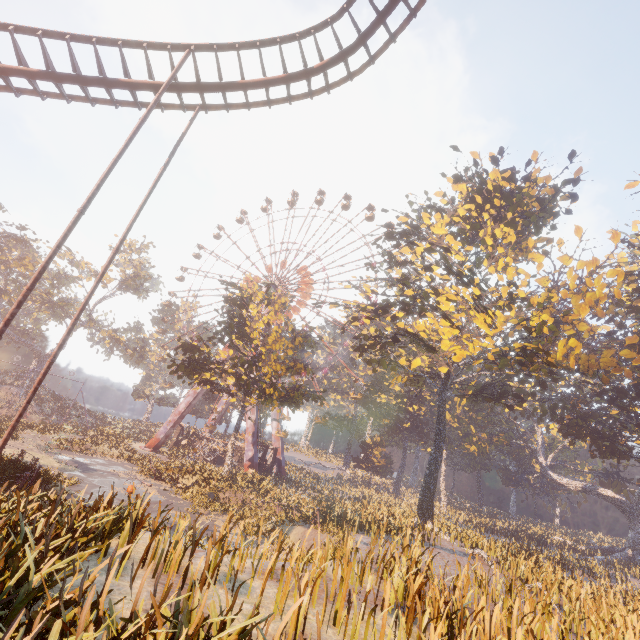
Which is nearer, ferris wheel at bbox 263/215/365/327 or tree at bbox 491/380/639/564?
tree at bbox 491/380/639/564

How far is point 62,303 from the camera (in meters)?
49.38

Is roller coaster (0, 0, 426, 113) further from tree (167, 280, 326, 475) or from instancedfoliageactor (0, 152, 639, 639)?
tree (167, 280, 326, 475)

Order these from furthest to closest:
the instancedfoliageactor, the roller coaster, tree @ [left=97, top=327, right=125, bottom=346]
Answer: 1. tree @ [left=97, top=327, right=125, bottom=346]
2. the roller coaster
3. the instancedfoliageactor

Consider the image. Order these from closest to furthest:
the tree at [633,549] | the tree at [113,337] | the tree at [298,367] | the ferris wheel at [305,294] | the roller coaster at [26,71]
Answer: the roller coaster at [26,71] → the tree at [298,367] → the tree at [633,549] → the ferris wheel at [305,294] → the tree at [113,337]

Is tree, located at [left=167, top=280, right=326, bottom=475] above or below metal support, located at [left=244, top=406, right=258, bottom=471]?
above

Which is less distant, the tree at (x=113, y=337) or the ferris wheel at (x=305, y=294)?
the ferris wheel at (x=305, y=294)

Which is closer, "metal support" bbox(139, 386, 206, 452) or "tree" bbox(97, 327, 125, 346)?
"metal support" bbox(139, 386, 206, 452)
